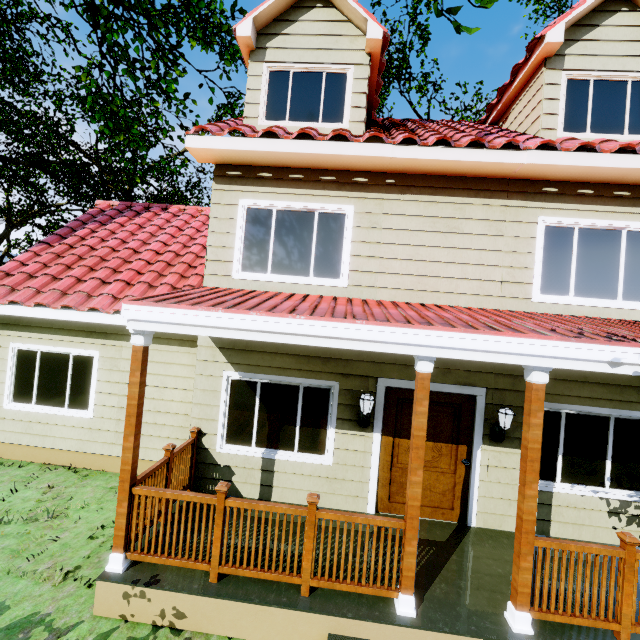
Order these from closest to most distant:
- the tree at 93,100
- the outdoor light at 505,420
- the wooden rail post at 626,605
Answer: the wooden rail post at 626,605 → the outdoor light at 505,420 → the tree at 93,100

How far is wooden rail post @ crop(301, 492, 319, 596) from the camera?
3.6 meters

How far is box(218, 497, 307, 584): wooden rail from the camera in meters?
3.6

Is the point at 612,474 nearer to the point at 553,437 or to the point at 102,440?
the point at 553,437

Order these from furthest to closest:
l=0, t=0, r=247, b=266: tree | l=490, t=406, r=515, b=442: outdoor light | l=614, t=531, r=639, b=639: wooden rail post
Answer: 1. l=0, t=0, r=247, b=266: tree
2. l=490, t=406, r=515, b=442: outdoor light
3. l=614, t=531, r=639, b=639: wooden rail post

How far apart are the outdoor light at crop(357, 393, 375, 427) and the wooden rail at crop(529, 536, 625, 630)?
2.4 meters

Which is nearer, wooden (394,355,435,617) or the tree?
wooden (394,355,435,617)

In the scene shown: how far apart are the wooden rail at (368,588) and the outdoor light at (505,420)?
2.5m
